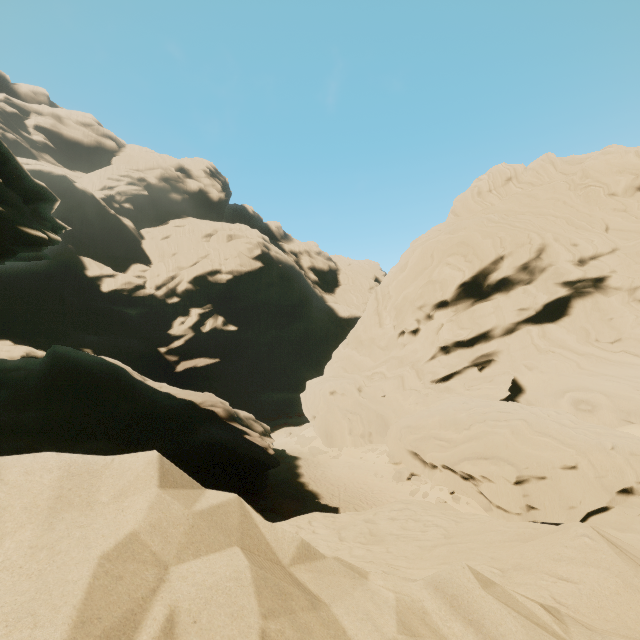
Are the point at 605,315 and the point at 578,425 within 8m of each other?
no
